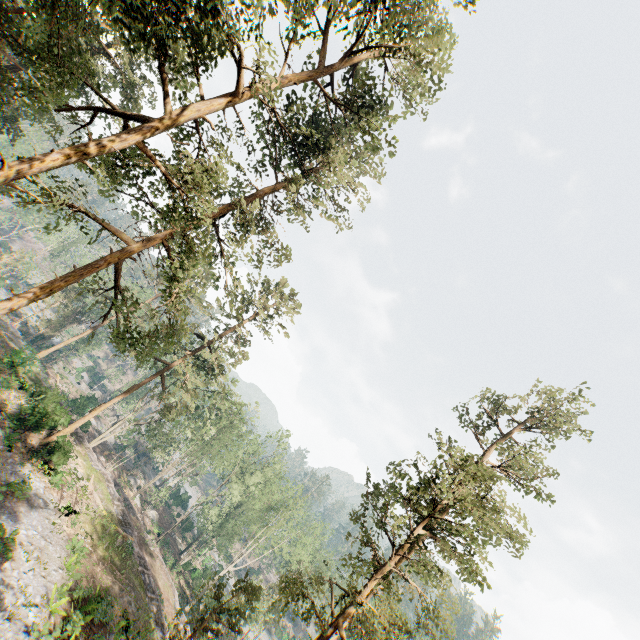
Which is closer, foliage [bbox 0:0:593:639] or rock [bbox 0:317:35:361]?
foliage [bbox 0:0:593:639]

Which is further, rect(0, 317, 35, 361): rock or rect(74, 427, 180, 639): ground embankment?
rect(0, 317, 35, 361): rock

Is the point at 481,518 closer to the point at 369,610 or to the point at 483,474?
the point at 483,474

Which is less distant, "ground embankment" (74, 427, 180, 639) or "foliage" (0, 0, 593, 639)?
"foliage" (0, 0, 593, 639)

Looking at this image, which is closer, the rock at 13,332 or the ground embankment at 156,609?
the ground embankment at 156,609

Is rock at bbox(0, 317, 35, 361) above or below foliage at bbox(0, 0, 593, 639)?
below

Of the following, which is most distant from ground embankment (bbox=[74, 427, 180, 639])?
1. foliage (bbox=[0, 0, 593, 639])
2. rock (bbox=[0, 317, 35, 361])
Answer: foliage (bbox=[0, 0, 593, 639])

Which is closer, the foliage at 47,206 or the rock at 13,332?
the foliage at 47,206
